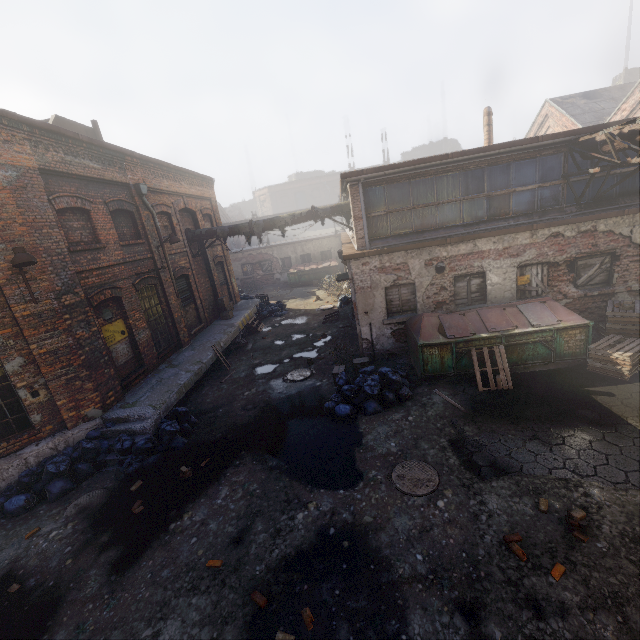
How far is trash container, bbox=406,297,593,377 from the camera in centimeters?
862cm

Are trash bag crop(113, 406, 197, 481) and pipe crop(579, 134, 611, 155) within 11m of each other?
no

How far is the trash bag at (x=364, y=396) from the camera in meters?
8.4

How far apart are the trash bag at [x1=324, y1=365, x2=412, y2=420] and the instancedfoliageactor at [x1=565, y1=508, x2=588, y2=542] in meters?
4.1

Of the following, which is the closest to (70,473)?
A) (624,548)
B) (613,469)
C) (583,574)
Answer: (583,574)

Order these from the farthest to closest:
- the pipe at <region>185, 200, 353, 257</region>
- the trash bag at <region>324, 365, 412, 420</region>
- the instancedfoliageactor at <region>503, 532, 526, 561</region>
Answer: the pipe at <region>185, 200, 353, 257</region> < the trash bag at <region>324, 365, 412, 420</region> < the instancedfoliageactor at <region>503, 532, 526, 561</region>

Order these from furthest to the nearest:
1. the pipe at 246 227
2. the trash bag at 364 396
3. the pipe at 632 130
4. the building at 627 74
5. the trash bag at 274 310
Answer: the building at 627 74 → the trash bag at 274 310 → the pipe at 246 227 → the trash bag at 364 396 → the pipe at 632 130

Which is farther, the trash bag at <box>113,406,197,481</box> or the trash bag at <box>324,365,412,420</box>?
the trash bag at <box>324,365,412,420</box>
